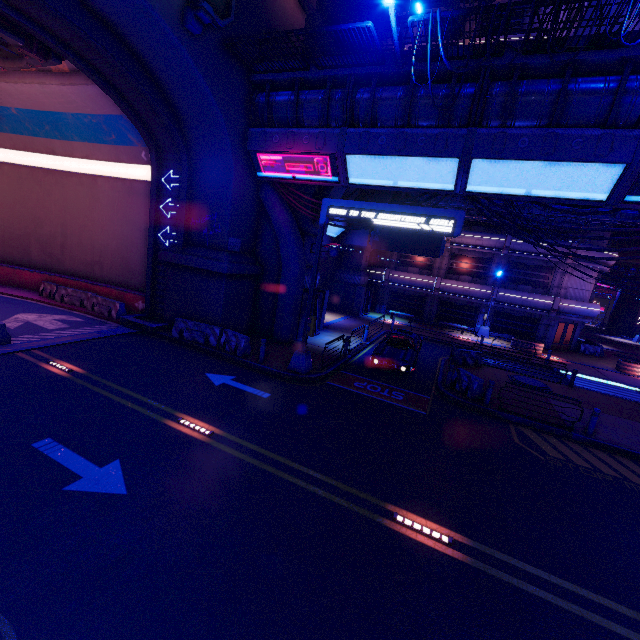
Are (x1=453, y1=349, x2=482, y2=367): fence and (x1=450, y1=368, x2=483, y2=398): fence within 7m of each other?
yes

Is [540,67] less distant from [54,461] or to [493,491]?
[493,491]

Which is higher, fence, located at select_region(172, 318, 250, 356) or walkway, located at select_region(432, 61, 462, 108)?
walkway, located at select_region(432, 61, 462, 108)

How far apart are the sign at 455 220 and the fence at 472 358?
9.4m

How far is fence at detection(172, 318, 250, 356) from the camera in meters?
14.7

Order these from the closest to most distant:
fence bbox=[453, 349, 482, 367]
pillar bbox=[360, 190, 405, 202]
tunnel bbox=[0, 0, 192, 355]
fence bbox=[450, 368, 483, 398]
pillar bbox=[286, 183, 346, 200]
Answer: tunnel bbox=[0, 0, 192, 355], fence bbox=[450, 368, 483, 398], pillar bbox=[286, 183, 346, 200], fence bbox=[453, 349, 482, 367], pillar bbox=[360, 190, 405, 202]

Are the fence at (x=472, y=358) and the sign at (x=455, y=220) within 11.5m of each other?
yes

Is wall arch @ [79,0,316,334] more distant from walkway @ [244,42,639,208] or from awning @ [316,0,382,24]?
awning @ [316,0,382,24]
